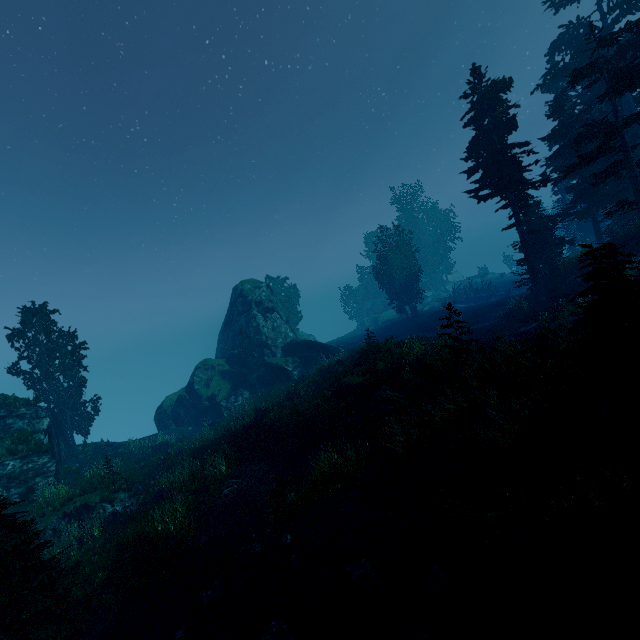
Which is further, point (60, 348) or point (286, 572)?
point (60, 348)

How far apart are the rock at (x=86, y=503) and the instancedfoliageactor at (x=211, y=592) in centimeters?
821cm

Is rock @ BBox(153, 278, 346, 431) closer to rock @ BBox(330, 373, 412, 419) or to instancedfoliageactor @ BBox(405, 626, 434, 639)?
instancedfoliageactor @ BBox(405, 626, 434, 639)

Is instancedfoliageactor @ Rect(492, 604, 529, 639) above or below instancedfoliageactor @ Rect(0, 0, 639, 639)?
below

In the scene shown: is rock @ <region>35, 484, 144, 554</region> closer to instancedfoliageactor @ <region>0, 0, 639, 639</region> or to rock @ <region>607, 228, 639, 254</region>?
instancedfoliageactor @ <region>0, 0, 639, 639</region>

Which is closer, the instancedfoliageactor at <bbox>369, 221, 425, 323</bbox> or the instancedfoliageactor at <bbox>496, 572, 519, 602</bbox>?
the instancedfoliageactor at <bbox>496, 572, 519, 602</bbox>

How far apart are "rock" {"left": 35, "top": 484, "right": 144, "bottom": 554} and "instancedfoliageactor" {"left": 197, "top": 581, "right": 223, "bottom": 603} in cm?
821

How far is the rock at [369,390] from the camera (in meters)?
15.41
